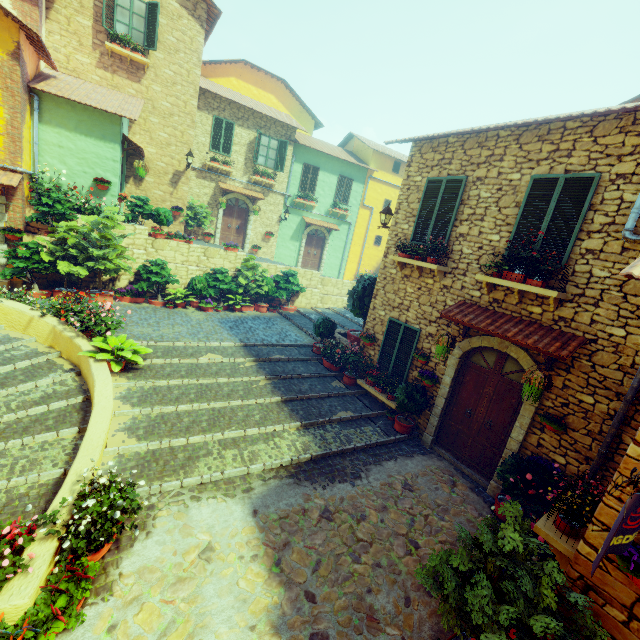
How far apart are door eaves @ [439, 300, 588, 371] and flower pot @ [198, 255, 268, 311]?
8.7 meters

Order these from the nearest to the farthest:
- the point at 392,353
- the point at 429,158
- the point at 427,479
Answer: the point at 427,479 → the point at 429,158 → the point at 392,353

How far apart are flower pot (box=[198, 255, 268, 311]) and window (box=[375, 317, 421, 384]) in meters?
6.6

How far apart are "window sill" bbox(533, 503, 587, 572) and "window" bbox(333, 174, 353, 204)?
19.26m

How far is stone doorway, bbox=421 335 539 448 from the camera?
6.4 meters

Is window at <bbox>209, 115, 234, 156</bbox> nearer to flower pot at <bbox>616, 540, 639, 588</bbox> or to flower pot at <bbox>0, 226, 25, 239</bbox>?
flower pot at <bbox>0, 226, 25, 239</bbox>

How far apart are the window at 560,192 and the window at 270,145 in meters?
14.5

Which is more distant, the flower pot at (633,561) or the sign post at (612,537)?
the flower pot at (633,561)
